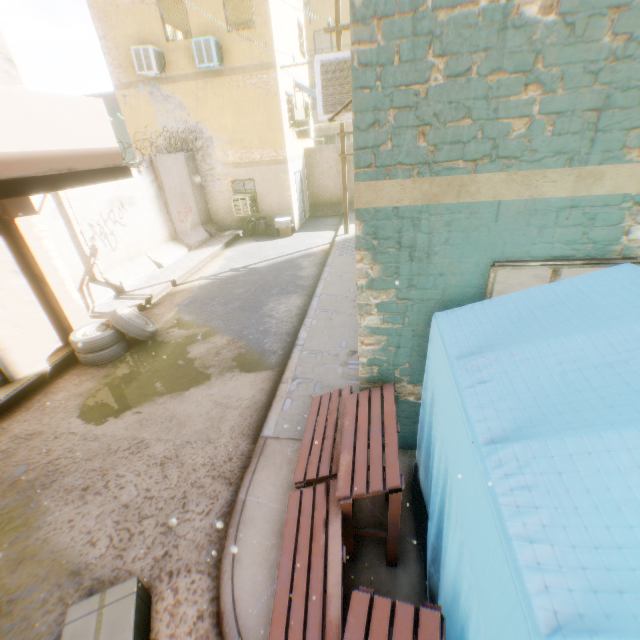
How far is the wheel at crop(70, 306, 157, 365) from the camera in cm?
651

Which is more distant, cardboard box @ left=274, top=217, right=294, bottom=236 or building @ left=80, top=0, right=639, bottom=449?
cardboard box @ left=274, top=217, right=294, bottom=236

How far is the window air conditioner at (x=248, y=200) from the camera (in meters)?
14.00

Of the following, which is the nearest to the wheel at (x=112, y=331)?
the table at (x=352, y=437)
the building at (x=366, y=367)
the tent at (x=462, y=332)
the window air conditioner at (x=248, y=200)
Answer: the building at (x=366, y=367)

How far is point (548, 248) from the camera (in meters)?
2.62

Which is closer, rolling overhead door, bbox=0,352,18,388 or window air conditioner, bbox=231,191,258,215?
rolling overhead door, bbox=0,352,18,388

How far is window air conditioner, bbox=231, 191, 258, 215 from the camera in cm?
1400

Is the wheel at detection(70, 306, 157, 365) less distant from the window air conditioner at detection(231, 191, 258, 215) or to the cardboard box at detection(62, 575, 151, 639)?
the cardboard box at detection(62, 575, 151, 639)
